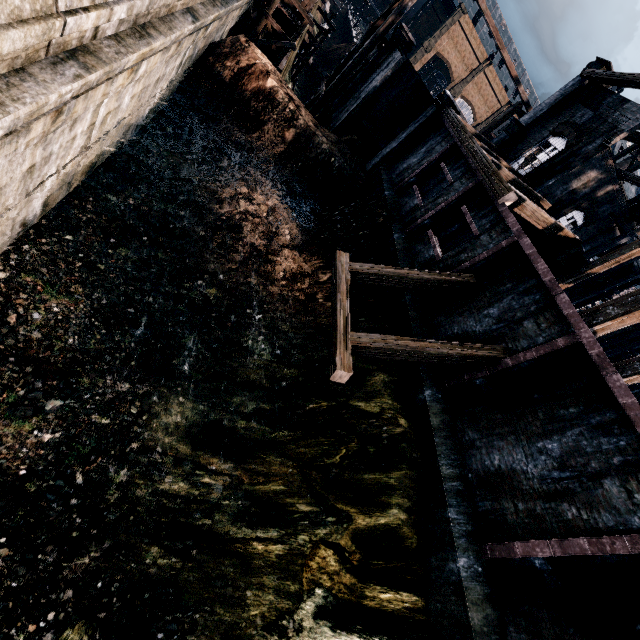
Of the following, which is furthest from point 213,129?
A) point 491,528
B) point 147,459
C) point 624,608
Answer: point 624,608

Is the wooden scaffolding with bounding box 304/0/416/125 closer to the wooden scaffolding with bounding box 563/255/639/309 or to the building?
the building

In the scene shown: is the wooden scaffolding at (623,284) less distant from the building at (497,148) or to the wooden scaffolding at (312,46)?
the building at (497,148)

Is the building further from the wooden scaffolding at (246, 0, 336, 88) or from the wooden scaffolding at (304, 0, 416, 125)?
the wooden scaffolding at (246, 0, 336, 88)

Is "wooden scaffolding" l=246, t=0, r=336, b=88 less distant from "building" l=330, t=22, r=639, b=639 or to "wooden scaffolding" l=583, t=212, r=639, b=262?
"building" l=330, t=22, r=639, b=639

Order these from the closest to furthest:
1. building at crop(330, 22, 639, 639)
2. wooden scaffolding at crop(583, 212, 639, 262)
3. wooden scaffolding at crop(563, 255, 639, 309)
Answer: building at crop(330, 22, 639, 639) < wooden scaffolding at crop(583, 212, 639, 262) < wooden scaffolding at crop(563, 255, 639, 309)
